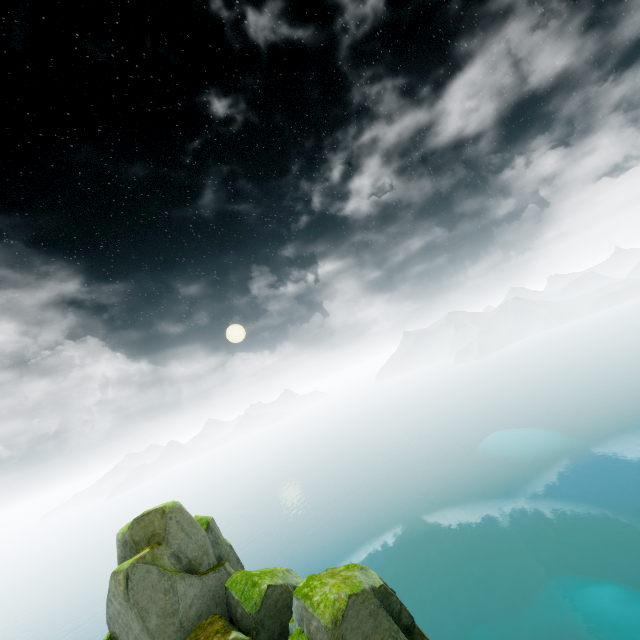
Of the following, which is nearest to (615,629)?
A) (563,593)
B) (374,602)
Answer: (563,593)
